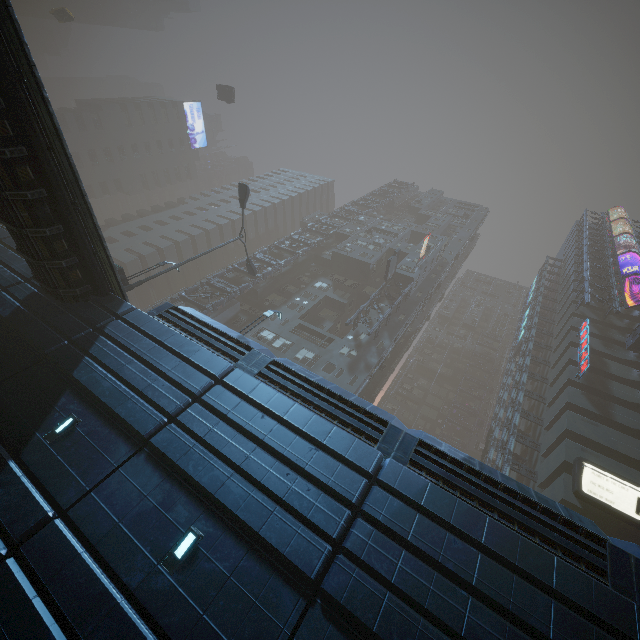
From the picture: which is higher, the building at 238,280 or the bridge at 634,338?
the bridge at 634,338

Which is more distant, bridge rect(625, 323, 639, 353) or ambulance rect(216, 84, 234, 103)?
ambulance rect(216, 84, 234, 103)

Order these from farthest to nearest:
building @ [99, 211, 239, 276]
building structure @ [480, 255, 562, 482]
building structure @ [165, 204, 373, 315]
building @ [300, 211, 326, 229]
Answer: building @ [300, 211, 326, 229] → building @ [99, 211, 239, 276] → building structure @ [165, 204, 373, 315] → building structure @ [480, 255, 562, 482]

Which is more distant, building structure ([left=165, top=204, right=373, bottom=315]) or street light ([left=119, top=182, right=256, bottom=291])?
building structure ([left=165, top=204, right=373, bottom=315])

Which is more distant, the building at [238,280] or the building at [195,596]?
the building at [238,280]

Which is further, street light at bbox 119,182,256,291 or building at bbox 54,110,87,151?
building at bbox 54,110,87,151

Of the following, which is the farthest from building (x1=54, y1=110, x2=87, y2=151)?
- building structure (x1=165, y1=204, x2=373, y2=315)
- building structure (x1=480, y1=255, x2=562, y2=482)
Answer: building structure (x1=480, y1=255, x2=562, y2=482)

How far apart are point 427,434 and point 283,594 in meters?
6.4
